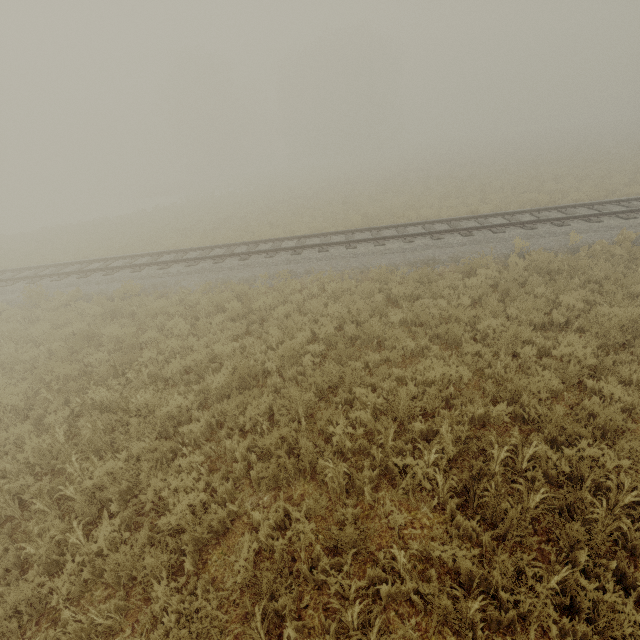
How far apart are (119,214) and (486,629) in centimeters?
4728cm
